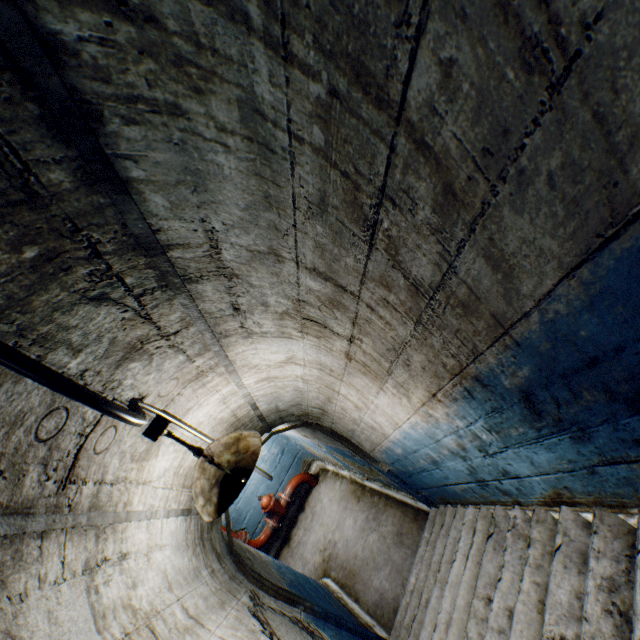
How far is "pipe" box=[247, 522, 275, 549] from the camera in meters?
6.1

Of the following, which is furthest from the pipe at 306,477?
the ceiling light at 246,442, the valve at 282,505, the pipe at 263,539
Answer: the ceiling light at 246,442

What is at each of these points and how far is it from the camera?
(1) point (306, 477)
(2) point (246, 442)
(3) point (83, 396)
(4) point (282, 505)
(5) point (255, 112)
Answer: (1) pipe, 6.9m
(2) ceiling light, 1.7m
(3) wire, 0.8m
(4) valve, 6.5m
(5) building tunnel, 0.8m

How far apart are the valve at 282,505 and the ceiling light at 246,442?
5.3 meters

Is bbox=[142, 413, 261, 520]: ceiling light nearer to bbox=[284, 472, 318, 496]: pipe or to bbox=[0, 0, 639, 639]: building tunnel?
bbox=[0, 0, 639, 639]: building tunnel

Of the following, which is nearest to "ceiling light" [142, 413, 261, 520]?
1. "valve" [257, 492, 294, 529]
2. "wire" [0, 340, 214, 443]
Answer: "wire" [0, 340, 214, 443]

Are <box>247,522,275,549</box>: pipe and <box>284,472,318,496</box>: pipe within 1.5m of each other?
yes

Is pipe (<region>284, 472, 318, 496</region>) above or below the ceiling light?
below
